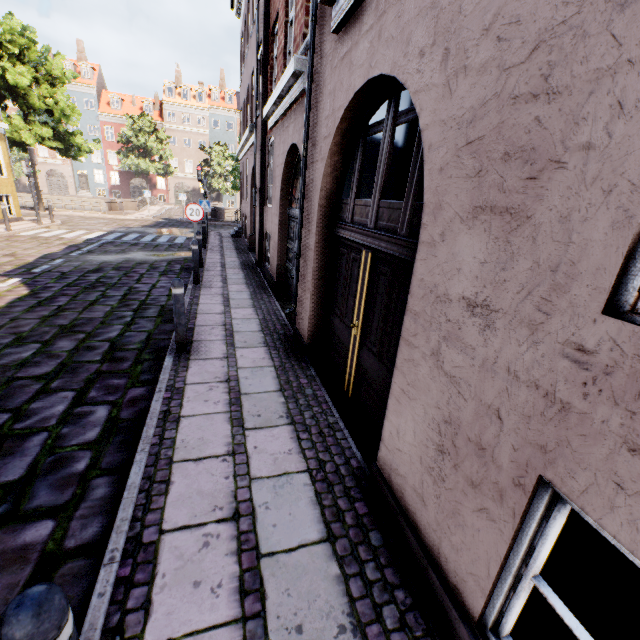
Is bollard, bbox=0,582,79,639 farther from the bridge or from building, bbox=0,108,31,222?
the bridge

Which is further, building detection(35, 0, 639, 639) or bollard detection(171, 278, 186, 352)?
bollard detection(171, 278, 186, 352)

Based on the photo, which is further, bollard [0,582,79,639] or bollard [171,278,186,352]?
bollard [171,278,186,352]

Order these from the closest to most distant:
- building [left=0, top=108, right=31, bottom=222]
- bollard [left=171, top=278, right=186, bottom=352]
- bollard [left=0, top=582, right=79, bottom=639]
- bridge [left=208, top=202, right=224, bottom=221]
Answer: bollard [left=0, top=582, right=79, bottom=639], bollard [left=171, top=278, right=186, bottom=352], building [left=0, top=108, right=31, bottom=222], bridge [left=208, top=202, right=224, bottom=221]

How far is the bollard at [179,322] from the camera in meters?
4.5

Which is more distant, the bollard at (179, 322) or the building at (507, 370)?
the bollard at (179, 322)

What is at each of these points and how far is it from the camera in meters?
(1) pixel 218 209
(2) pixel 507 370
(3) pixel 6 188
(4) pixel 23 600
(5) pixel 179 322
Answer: (1) bridge, 28.7 m
(2) building, 1.5 m
(3) building, 15.5 m
(4) bollard, 1.0 m
(5) bollard, 4.7 m
